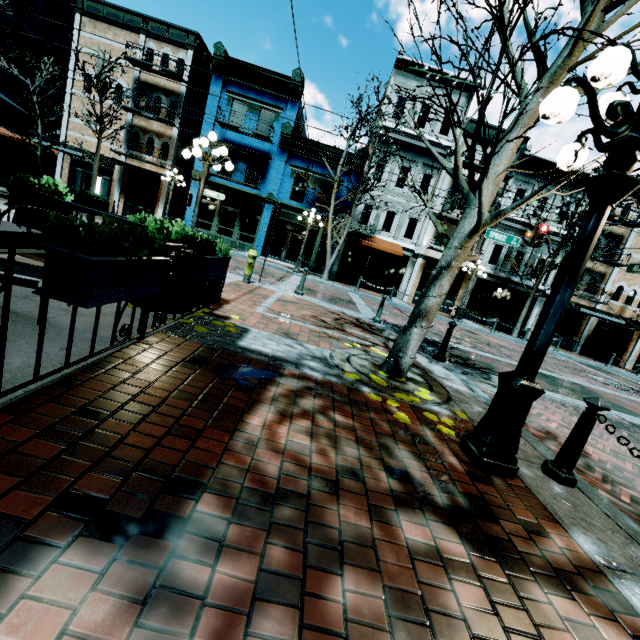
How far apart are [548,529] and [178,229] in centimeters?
502cm

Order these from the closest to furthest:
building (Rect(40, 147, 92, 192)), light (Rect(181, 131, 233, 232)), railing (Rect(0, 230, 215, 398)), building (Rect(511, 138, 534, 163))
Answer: railing (Rect(0, 230, 215, 398)) < light (Rect(181, 131, 233, 232)) < building (Rect(511, 138, 534, 163)) < building (Rect(40, 147, 92, 192))

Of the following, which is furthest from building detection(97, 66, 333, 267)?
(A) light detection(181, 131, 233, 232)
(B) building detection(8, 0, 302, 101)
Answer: (A) light detection(181, 131, 233, 232)

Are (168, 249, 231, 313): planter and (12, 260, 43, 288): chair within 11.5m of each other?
yes

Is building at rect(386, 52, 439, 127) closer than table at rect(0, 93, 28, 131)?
No

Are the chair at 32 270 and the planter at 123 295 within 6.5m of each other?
yes

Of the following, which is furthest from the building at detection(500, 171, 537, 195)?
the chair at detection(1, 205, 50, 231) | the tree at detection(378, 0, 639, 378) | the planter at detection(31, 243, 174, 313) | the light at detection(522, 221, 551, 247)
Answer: the planter at detection(31, 243, 174, 313)

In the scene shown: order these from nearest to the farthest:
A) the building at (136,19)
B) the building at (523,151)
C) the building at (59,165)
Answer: the building at (136,19) → the building at (523,151) → the building at (59,165)
